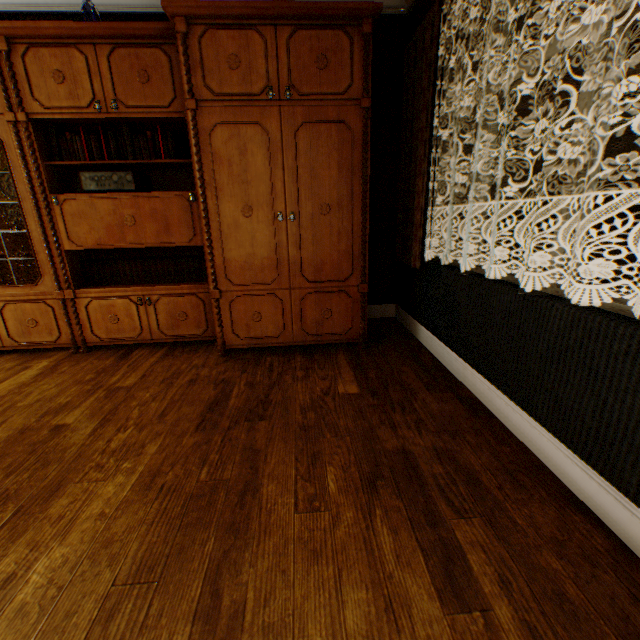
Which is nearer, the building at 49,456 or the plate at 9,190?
the building at 49,456

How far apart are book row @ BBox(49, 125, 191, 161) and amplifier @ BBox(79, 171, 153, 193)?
0.11m

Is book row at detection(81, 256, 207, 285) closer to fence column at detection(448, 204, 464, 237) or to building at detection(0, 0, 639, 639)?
building at detection(0, 0, 639, 639)

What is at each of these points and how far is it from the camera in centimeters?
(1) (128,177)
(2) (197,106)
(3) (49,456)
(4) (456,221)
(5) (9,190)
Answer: (1) amplifier, 271cm
(2) cabinet, 235cm
(3) building, 171cm
(4) fence column, 2425cm
(5) plate, 293cm

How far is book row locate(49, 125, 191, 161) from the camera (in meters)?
2.68

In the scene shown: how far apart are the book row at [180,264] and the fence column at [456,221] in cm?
2483

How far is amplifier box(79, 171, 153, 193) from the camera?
2.7 meters

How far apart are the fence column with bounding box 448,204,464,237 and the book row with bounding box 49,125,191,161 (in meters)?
24.84
